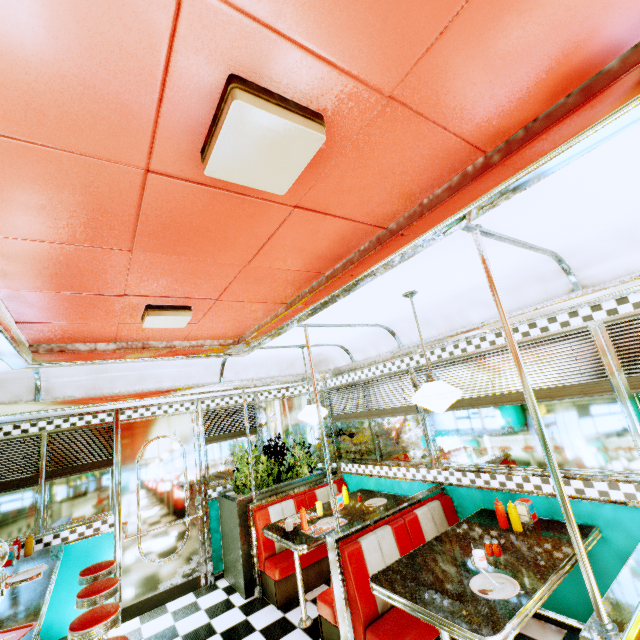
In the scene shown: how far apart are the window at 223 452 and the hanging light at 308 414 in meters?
1.8

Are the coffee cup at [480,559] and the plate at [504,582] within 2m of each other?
yes

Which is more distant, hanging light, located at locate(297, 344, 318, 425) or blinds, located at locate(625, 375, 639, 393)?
hanging light, located at locate(297, 344, 318, 425)

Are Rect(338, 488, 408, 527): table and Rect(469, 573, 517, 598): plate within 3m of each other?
yes

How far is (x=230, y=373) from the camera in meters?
4.7 m

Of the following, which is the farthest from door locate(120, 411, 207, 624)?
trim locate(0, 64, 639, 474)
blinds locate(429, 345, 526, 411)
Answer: blinds locate(429, 345, 526, 411)

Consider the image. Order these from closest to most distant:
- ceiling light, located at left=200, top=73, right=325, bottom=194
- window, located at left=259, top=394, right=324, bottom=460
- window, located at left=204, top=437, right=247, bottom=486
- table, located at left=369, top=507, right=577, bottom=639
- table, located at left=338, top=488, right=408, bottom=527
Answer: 1. ceiling light, located at left=200, top=73, right=325, bottom=194
2. table, located at left=369, top=507, right=577, bottom=639
3. table, located at left=338, top=488, right=408, bottom=527
4. window, located at left=204, top=437, right=247, bottom=486
5. window, located at left=259, top=394, right=324, bottom=460

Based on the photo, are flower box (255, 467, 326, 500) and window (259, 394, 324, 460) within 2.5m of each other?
yes
